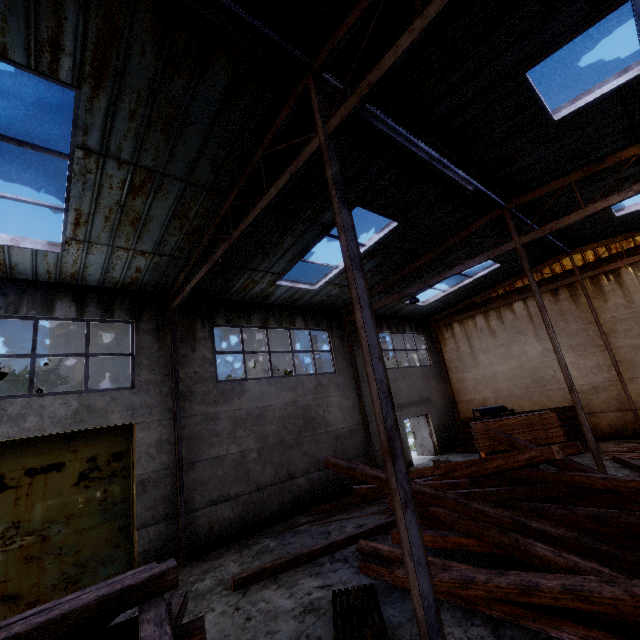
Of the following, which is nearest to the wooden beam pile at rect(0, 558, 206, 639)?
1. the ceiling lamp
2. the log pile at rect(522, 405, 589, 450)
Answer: the ceiling lamp

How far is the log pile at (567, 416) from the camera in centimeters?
1321cm

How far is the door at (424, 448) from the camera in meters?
17.6

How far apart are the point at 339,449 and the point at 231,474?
4.7 meters

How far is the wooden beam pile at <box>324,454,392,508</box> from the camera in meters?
6.6 m

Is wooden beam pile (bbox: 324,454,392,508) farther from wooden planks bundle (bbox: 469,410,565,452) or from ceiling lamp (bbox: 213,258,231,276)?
ceiling lamp (bbox: 213,258,231,276)

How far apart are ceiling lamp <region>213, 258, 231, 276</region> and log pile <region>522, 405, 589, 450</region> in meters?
15.0 m

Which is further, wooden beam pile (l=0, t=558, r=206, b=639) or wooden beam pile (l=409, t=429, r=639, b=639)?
wooden beam pile (l=409, t=429, r=639, b=639)
